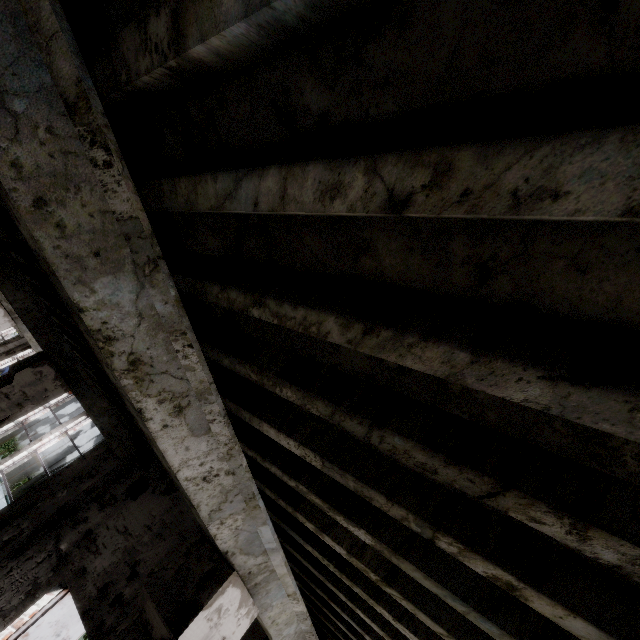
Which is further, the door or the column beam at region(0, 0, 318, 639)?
the door

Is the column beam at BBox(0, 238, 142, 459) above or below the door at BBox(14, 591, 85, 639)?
above

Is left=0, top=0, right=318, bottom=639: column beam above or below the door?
above

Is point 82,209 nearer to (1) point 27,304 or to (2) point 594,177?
(2) point 594,177

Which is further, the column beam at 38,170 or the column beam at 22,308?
the column beam at 22,308

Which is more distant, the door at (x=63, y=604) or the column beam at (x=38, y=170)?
the door at (x=63, y=604)

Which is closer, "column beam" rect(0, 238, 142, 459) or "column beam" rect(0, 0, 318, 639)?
"column beam" rect(0, 0, 318, 639)
